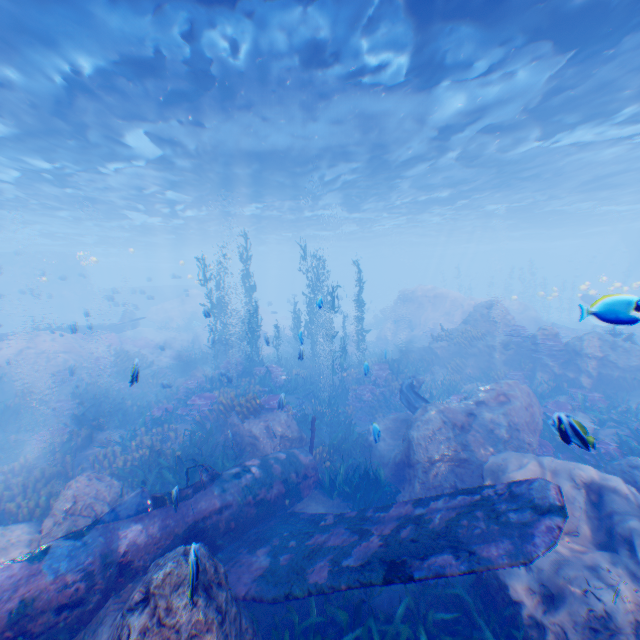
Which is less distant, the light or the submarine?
the light

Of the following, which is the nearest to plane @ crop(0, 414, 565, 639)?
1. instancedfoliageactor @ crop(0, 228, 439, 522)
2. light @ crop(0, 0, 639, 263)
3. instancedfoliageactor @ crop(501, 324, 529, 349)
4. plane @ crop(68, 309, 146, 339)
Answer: instancedfoliageactor @ crop(0, 228, 439, 522)

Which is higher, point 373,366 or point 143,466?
point 373,366

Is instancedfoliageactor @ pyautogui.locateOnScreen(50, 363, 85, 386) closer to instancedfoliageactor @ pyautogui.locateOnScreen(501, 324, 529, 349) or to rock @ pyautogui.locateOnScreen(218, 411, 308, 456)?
rock @ pyautogui.locateOnScreen(218, 411, 308, 456)

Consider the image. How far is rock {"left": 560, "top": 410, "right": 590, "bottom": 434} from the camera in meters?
3.6

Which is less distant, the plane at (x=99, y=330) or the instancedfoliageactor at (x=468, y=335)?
the instancedfoliageactor at (x=468, y=335)

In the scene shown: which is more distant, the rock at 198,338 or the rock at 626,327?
the rock at 198,338

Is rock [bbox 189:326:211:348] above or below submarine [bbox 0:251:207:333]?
below
